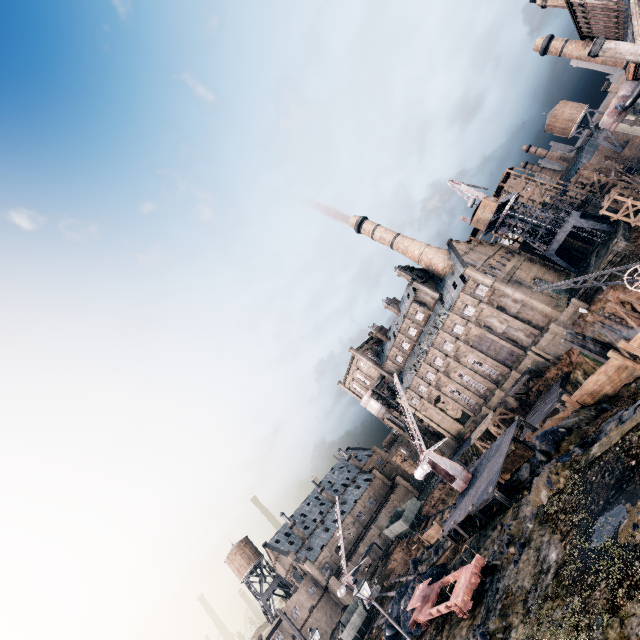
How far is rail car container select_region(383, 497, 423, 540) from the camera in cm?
5347

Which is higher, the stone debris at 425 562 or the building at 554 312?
the building at 554 312

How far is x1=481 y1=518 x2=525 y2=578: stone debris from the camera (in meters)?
17.11

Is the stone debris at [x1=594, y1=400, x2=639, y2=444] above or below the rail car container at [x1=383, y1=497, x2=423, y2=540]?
below

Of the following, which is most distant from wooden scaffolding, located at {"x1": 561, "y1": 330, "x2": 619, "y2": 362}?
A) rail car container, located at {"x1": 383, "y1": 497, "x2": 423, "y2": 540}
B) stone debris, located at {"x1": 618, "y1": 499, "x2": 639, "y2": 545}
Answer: rail car container, located at {"x1": 383, "y1": 497, "x2": 423, "y2": 540}

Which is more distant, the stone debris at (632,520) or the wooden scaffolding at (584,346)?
the wooden scaffolding at (584,346)

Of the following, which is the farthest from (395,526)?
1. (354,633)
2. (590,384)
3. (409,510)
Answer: (590,384)

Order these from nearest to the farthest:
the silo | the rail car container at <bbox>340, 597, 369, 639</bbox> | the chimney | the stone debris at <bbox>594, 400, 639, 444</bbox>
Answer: the stone debris at <bbox>594, 400, 639, 444</bbox>
the silo
the rail car container at <bbox>340, 597, 369, 639</bbox>
the chimney
